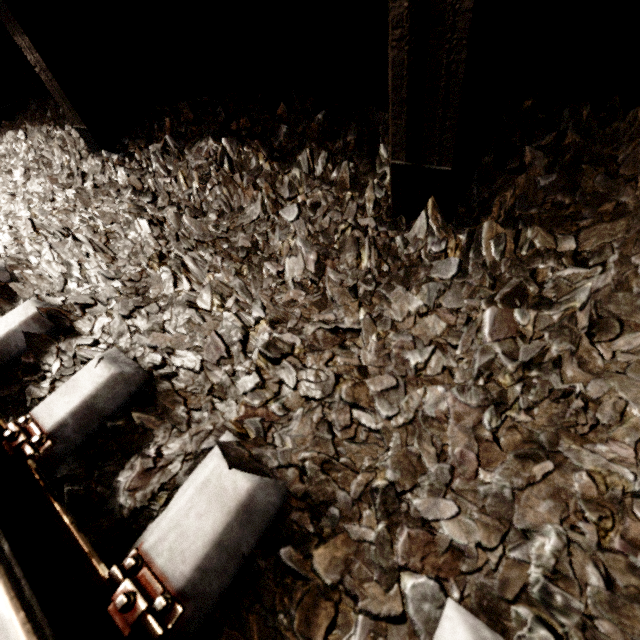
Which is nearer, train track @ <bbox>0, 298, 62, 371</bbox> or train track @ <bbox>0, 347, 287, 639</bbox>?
train track @ <bbox>0, 347, 287, 639</bbox>

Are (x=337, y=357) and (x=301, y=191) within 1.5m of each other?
yes

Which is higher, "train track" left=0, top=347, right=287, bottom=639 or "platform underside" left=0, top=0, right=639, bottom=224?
"platform underside" left=0, top=0, right=639, bottom=224

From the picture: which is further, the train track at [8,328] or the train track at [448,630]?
the train track at [8,328]

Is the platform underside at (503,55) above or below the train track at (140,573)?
above
